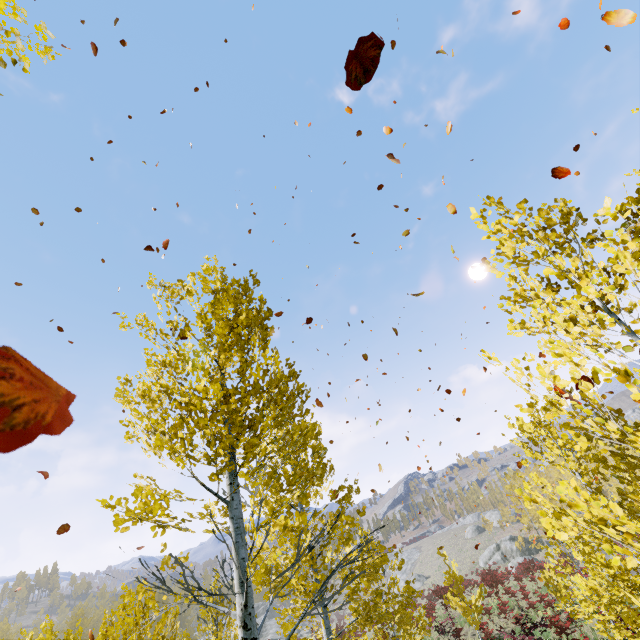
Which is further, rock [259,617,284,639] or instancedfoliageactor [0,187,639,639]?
rock [259,617,284,639]

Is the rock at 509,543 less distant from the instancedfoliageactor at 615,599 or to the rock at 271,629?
the instancedfoliageactor at 615,599

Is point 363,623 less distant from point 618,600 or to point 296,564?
point 296,564

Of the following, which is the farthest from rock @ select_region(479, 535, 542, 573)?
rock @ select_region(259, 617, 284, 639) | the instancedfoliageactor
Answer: rock @ select_region(259, 617, 284, 639)

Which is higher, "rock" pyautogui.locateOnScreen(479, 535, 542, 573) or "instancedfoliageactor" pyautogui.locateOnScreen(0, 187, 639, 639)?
"instancedfoliageactor" pyautogui.locateOnScreen(0, 187, 639, 639)

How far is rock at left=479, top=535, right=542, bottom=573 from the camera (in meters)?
44.28

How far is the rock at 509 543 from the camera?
44.3 meters
